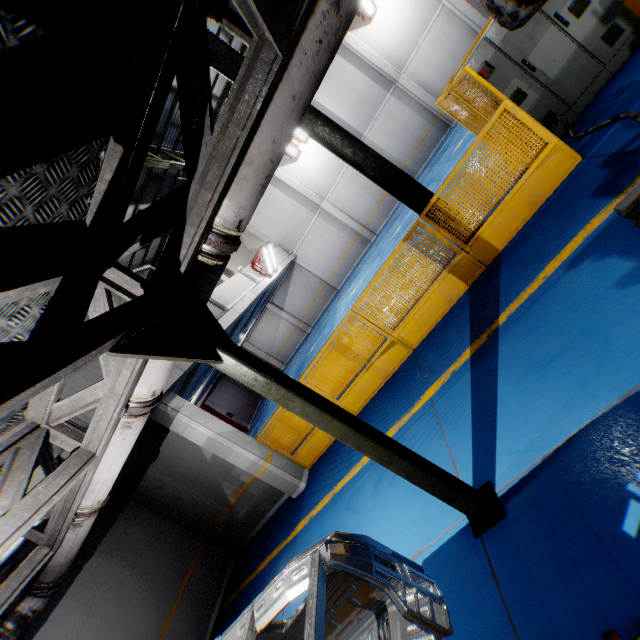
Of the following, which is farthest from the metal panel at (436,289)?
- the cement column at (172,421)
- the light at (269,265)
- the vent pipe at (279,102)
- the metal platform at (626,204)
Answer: the light at (269,265)

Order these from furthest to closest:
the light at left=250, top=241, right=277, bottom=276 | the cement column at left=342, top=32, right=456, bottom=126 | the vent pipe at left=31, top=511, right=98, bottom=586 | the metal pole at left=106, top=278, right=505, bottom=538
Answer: the cement column at left=342, top=32, right=456, bottom=126, the light at left=250, top=241, right=277, bottom=276, the vent pipe at left=31, top=511, right=98, bottom=586, the metal pole at left=106, top=278, right=505, bottom=538

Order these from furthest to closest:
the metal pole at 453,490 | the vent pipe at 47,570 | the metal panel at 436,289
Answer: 1. the metal panel at 436,289
2. the vent pipe at 47,570
3. the metal pole at 453,490

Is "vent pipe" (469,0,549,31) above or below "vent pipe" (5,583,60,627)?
below

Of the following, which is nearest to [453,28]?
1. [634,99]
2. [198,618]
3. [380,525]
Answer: [634,99]

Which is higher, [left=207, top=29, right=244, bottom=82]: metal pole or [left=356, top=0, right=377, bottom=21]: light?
[left=356, top=0, right=377, bottom=21]: light

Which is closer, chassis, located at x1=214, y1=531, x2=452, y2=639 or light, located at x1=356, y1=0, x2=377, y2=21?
chassis, located at x1=214, y1=531, x2=452, y2=639

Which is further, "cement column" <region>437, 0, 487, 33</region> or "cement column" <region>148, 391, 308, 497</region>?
"cement column" <region>437, 0, 487, 33</region>
